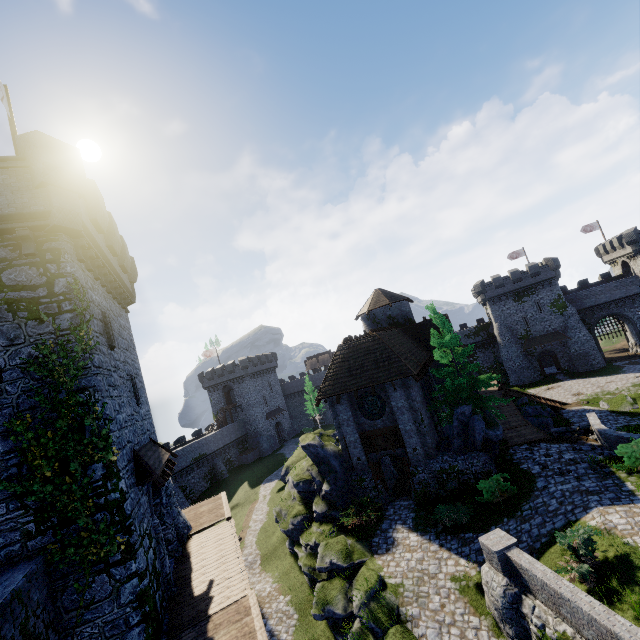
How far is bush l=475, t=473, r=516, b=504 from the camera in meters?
15.9

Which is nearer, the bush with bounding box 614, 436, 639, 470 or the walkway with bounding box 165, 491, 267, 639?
the walkway with bounding box 165, 491, 267, 639

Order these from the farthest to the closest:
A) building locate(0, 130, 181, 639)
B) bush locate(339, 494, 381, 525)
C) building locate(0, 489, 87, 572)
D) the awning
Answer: bush locate(339, 494, 381, 525)
the awning
building locate(0, 130, 181, 639)
building locate(0, 489, 87, 572)

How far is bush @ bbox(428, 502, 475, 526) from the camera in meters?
15.9

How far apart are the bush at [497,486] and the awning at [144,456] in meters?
14.7

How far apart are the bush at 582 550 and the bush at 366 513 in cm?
895

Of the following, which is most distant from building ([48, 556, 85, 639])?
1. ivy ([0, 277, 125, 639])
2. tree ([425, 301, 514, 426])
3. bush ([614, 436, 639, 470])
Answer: bush ([614, 436, 639, 470])

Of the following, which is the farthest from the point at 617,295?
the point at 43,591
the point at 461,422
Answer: the point at 43,591
